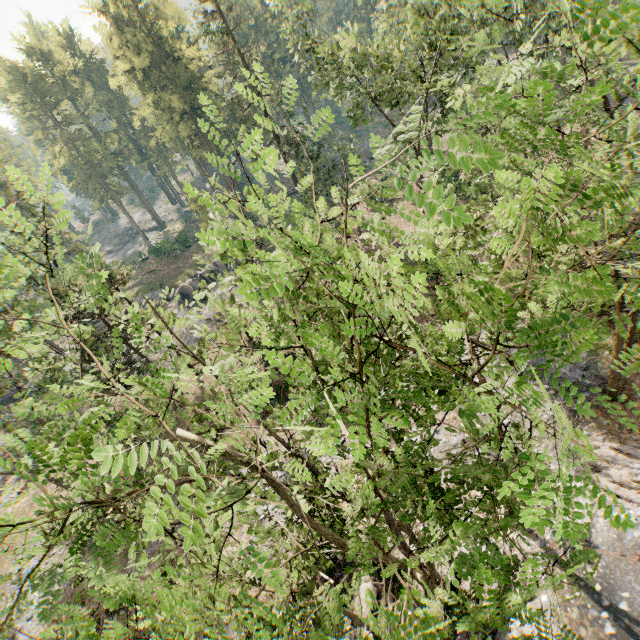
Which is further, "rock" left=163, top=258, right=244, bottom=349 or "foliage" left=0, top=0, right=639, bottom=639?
"rock" left=163, top=258, right=244, bottom=349

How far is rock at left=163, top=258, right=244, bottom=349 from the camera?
37.03m

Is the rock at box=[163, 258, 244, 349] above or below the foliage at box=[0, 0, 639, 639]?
below

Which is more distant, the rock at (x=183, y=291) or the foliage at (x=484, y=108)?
the rock at (x=183, y=291)

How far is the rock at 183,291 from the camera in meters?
37.0 m

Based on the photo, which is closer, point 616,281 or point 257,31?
point 616,281
